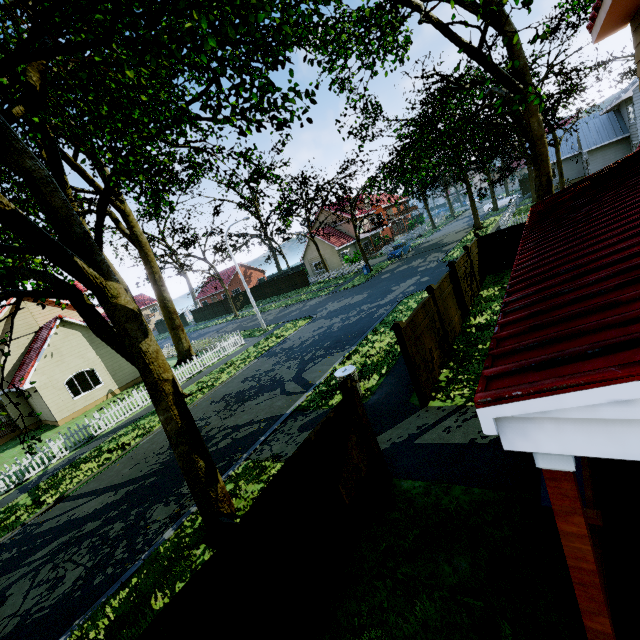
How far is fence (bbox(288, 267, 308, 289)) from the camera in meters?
43.1

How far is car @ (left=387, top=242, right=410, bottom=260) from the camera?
36.0m

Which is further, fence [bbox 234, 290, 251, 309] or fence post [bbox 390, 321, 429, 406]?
fence [bbox 234, 290, 251, 309]

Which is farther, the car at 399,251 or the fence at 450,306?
the car at 399,251

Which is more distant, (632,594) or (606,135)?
(606,135)

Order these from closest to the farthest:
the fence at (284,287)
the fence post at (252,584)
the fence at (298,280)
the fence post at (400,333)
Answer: the fence post at (252,584) → the fence post at (400,333) → the fence at (298,280) → the fence at (284,287)

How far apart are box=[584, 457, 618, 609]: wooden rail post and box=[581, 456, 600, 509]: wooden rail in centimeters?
4cm

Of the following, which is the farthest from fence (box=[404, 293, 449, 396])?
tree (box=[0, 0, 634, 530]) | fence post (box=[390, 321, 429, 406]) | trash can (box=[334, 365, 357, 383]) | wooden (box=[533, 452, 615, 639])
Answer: wooden (box=[533, 452, 615, 639])
